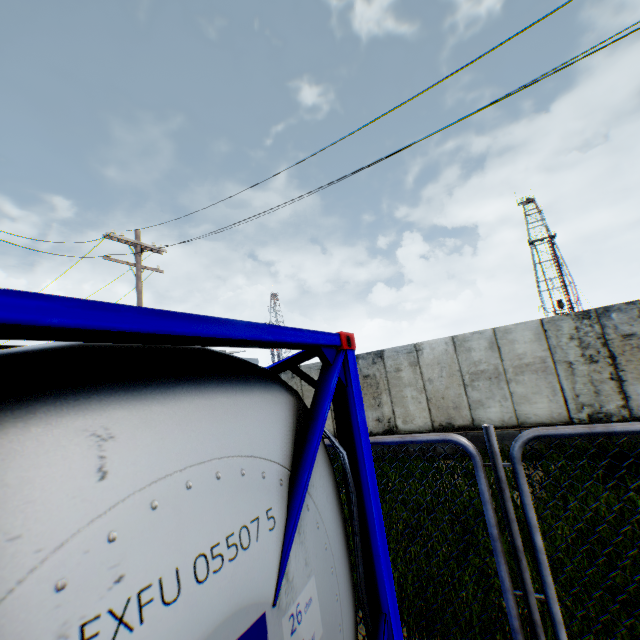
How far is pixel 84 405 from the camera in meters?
1.1

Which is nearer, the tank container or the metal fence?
the tank container

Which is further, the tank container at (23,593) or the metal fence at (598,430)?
the metal fence at (598,430)
